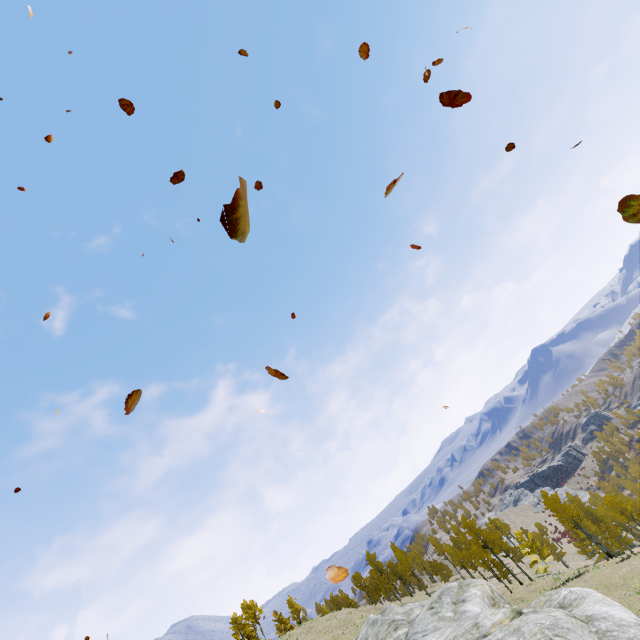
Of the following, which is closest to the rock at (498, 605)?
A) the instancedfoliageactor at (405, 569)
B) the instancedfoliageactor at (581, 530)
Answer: the instancedfoliageactor at (581, 530)

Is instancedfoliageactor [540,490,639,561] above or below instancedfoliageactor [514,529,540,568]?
below

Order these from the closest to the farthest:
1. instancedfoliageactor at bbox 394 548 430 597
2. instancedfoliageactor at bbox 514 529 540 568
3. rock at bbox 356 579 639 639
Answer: rock at bbox 356 579 639 639
instancedfoliageactor at bbox 514 529 540 568
instancedfoliageactor at bbox 394 548 430 597

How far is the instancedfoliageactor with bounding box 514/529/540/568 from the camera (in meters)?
37.98

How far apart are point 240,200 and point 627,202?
2.24m

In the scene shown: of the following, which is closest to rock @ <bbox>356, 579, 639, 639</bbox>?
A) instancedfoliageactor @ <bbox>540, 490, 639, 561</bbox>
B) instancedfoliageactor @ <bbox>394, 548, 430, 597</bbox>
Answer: instancedfoliageactor @ <bbox>540, 490, 639, 561</bbox>

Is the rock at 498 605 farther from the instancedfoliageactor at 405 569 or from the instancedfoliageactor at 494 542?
the instancedfoliageactor at 405 569

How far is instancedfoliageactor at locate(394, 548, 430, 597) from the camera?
54.78m
